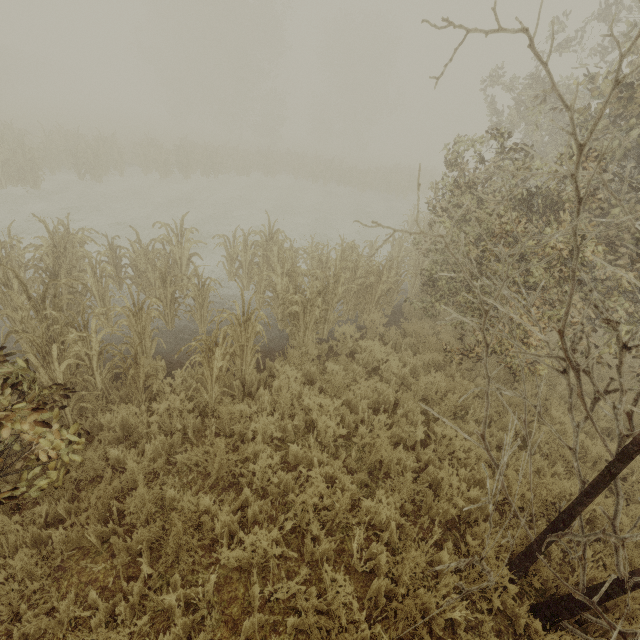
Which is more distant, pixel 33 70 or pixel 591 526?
pixel 33 70
